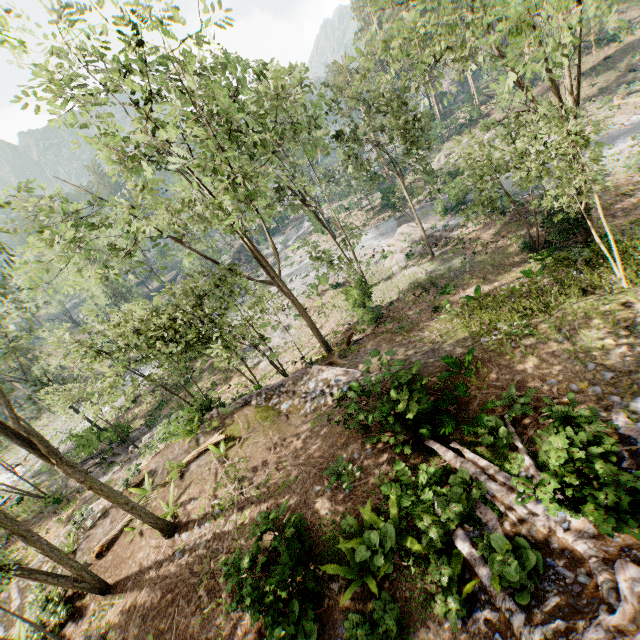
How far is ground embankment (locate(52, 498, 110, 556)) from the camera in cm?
1403

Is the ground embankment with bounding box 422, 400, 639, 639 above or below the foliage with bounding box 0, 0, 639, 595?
below

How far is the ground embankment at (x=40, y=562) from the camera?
13.9 meters

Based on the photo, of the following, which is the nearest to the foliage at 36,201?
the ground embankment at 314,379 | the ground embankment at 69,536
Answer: the ground embankment at 69,536

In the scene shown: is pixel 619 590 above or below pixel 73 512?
above

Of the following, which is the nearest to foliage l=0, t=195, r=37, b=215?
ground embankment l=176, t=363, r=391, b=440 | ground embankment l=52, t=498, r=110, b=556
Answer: ground embankment l=52, t=498, r=110, b=556

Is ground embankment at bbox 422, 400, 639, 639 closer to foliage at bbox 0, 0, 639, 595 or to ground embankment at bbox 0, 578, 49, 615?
foliage at bbox 0, 0, 639, 595

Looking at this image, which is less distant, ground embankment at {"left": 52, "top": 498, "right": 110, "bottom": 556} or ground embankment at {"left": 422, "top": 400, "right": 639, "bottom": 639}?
ground embankment at {"left": 422, "top": 400, "right": 639, "bottom": 639}
